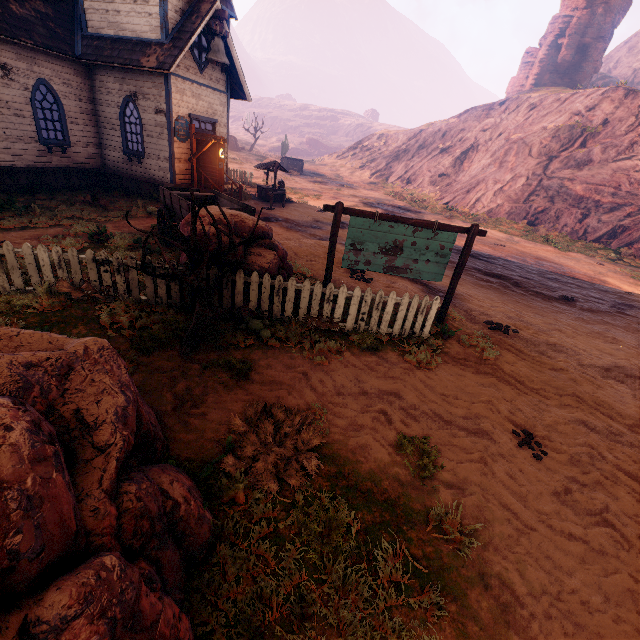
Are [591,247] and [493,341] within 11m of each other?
no

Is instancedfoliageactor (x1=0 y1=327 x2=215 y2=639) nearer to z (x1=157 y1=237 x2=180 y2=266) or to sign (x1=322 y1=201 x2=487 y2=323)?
z (x1=157 y1=237 x2=180 y2=266)

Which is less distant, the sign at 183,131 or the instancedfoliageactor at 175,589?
the instancedfoliageactor at 175,589

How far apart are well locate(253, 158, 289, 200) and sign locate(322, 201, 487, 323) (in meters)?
14.31

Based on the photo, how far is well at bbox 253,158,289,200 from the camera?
19.25m

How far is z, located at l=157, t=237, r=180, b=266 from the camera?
8.6 meters

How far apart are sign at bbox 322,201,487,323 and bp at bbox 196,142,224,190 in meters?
9.9 m

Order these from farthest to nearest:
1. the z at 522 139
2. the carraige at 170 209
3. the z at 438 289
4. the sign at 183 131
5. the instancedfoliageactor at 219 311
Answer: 1. the sign at 183 131
2. the z at 438 289
3. the carraige at 170 209
4. the instancedfoliageactor at 219 311
5. the z at 522 139
